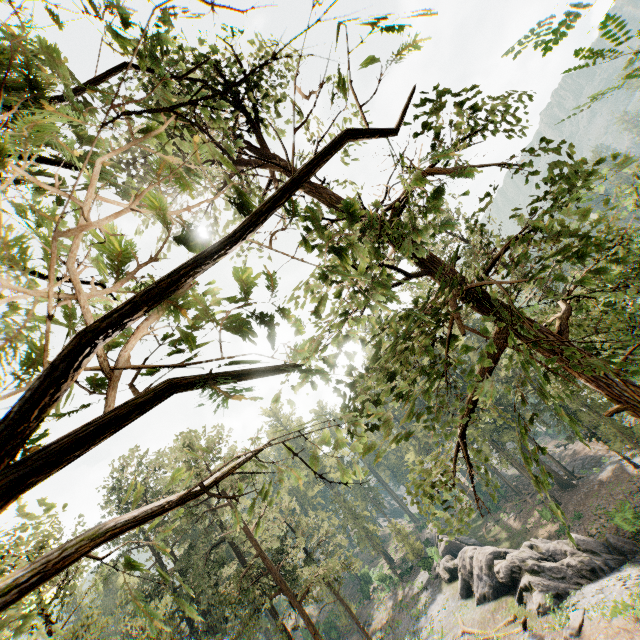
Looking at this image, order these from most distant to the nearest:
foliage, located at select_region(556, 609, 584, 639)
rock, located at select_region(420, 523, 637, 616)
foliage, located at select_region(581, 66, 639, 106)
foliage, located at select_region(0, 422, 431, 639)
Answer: rock, located at select_region(420, 523, 637, 616), foliage, located at select_region(556, 609, 584, 639), foliage, located at select_region(581, 66, 639, 106), foliage, located at select_region(0, 422, 431, 639)

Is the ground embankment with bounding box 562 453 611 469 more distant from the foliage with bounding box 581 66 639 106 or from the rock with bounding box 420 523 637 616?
the rock with bounding box 420 523 637 616

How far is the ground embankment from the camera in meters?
41.1

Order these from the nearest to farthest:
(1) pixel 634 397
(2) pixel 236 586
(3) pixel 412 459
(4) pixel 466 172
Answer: (4) pixel 466 172, (1) pixel 634 397, (2) pixel 236 586, (3) pixel 412 459

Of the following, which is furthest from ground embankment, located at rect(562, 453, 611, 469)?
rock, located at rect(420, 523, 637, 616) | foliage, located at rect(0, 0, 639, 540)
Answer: rock, located at rect(420, 523, 637, 616)

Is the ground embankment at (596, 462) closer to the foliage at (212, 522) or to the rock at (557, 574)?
the foliage at (212, 522)

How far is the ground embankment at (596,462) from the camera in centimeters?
4112cm
